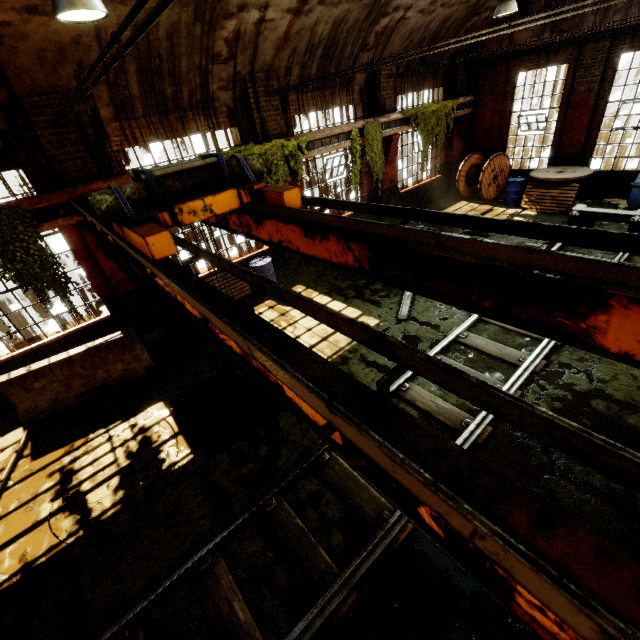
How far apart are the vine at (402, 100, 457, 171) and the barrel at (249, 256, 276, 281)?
7.3m

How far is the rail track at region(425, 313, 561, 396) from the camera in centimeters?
566cm

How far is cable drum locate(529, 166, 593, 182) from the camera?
11.18m

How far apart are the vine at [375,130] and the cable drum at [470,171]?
4.3 meters

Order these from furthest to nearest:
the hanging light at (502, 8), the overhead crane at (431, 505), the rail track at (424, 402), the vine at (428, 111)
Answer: the vine at (428, 111), the hanging light at (502, 8), the rail track at (424, 402), the overhead crane at (431, 505)

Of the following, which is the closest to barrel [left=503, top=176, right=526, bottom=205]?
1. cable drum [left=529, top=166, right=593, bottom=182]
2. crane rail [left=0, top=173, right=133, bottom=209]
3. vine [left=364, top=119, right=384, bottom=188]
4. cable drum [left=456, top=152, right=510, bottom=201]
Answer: cable drum [left=529, top=166, right=593, bottom=182]

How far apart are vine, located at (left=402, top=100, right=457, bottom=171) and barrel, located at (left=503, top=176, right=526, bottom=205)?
3.0m

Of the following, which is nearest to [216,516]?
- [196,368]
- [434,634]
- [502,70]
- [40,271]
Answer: [434,634]
